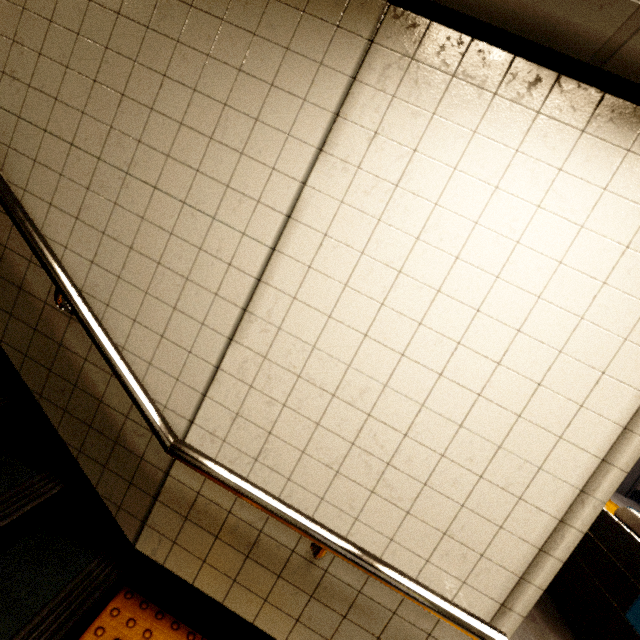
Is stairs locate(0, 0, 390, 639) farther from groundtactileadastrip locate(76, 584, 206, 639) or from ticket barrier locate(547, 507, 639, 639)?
ticket barrier locate(547, 507, 639, 639)

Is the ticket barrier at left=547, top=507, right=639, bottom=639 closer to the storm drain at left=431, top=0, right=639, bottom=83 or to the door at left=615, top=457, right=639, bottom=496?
the storm drain at left=431, top=0, right=639, bottom=83

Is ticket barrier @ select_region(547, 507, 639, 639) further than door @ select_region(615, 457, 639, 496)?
No

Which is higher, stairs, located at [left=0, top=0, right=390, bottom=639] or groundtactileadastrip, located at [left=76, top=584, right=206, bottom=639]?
stairs, located at [left=0, top=0, right=390, bottom=639]

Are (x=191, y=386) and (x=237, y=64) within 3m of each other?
yes

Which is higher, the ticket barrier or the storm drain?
the storm drain

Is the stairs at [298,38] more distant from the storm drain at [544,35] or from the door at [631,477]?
the door at [631,477]

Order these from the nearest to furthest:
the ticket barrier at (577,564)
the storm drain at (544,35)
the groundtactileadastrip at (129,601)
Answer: the storm drain at (544,35)
the groundtactileadastrip at (129,601)
the ticket barrier at (577,564)
